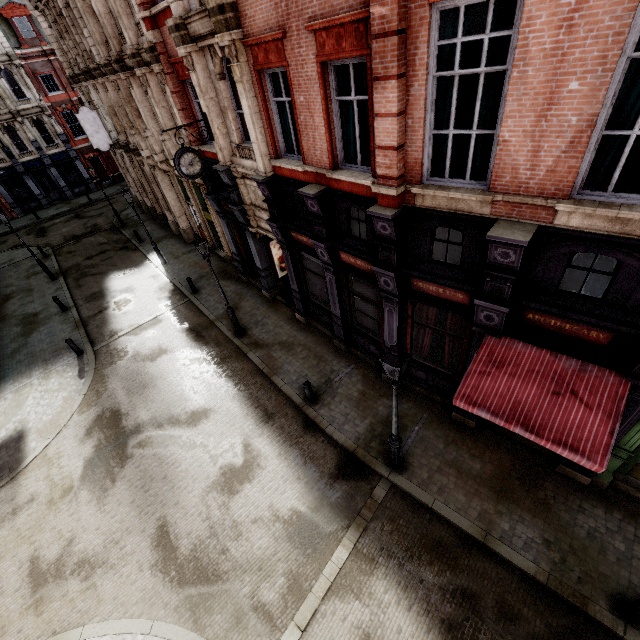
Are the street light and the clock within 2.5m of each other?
no

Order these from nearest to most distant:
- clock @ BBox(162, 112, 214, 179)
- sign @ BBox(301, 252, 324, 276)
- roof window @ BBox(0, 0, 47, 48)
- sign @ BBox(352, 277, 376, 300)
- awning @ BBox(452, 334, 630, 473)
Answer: awning @ BBox(452, 334, 630, 473)
sign @ BBox(352, 277, 376, 300)
clock @ BBox(162, 112, 214, 179)
sign @ BBox(301, 252, 324, 276)
roof window @ BBox(0, 0, 47, 48)

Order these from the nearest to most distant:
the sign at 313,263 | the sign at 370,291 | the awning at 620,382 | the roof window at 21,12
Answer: the awning at 620,382 → the sign at 370,291 → the sign at 313,263 → the roof window at 21,12

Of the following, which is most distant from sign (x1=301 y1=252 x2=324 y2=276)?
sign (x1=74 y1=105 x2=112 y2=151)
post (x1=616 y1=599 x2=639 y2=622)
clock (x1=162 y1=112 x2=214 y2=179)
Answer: sign (x1=74 y1=105 x2=112 y2=151)

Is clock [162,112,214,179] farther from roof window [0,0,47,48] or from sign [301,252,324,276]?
roof window [0,0,47,48]

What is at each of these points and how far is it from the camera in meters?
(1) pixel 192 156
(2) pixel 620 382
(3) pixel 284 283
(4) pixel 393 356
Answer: (1) clock, 11.0 m
(2) awning, 5.8 m
(3) tunnel, 16.1 m
(4) street light, 5.9 m

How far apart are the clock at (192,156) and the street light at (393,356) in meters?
9.5 m

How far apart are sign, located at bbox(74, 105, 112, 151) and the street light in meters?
24.5
